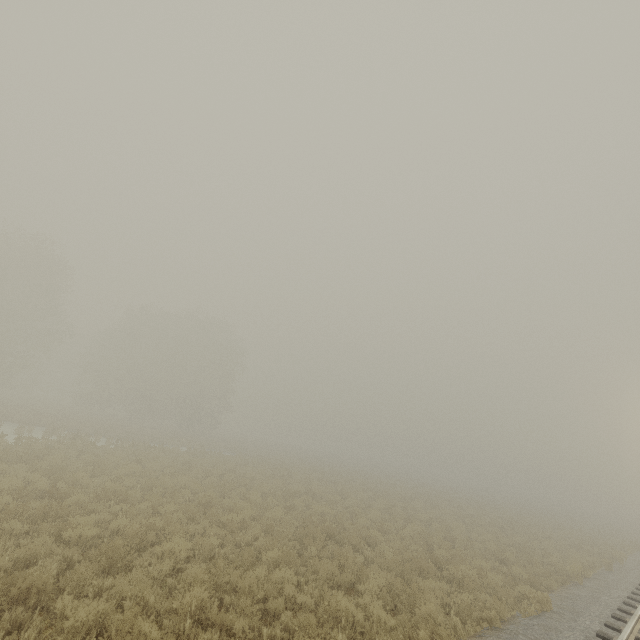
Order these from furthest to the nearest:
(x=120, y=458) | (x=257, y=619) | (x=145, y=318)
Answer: (x=145, y=318) < (x=120, y=458) < (x=257, y=619)
